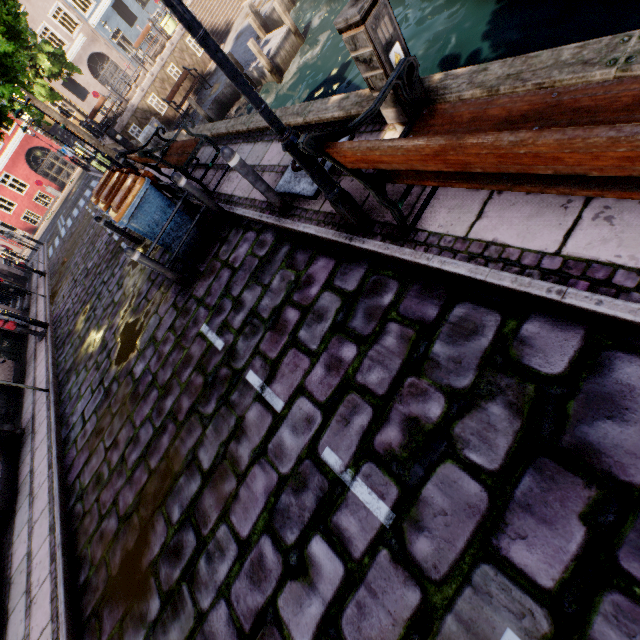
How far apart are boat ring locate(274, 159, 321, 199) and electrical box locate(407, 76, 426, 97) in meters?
0.8 m

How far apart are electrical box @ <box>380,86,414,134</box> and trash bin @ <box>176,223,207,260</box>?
3.7m

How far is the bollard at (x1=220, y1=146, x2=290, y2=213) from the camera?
3.8m

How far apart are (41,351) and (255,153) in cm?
973

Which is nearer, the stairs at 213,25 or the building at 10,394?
the building at 10,394

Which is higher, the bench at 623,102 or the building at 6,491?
the bench at 623,102

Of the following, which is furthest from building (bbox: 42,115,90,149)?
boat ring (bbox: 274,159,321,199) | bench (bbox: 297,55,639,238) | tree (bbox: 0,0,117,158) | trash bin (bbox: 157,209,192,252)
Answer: bench (bbox: 297,55,639,238)

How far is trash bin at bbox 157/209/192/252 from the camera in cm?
552
